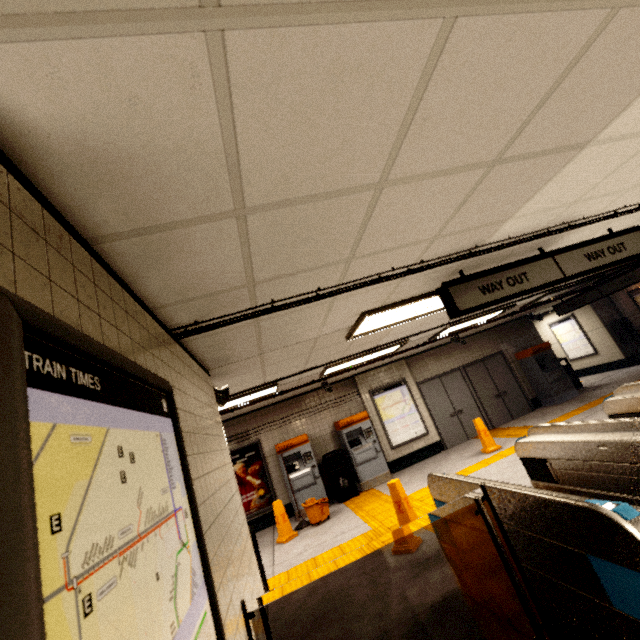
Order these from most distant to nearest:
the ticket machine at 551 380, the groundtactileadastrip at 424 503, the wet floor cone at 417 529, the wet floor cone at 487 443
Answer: Result:
1. the ticket machine at 551 380
2. the wet floor cone at 487 443
3. the groundtactileadastrip at 424 503
4. the wet floor cone at 417 529

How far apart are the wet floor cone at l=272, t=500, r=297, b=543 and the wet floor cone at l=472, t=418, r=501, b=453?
4.7 meters

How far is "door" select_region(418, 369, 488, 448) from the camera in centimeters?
986cm

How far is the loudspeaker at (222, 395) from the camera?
4.09m

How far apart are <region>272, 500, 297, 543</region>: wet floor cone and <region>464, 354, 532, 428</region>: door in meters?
6.8 m

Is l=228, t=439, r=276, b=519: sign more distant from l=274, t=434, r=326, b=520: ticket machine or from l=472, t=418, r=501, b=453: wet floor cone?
l=472, t=418, r=501, b=453: wet floor cone

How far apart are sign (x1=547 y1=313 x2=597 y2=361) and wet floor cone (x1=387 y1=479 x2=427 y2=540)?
12.11m

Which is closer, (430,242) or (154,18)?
(154,18)
